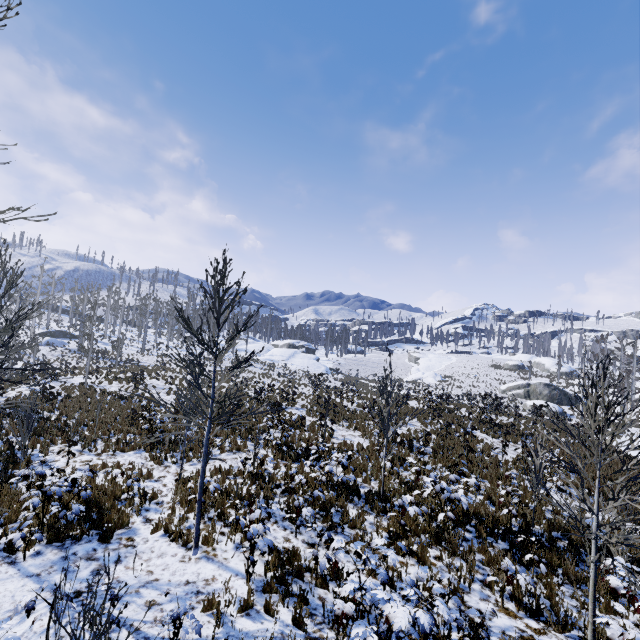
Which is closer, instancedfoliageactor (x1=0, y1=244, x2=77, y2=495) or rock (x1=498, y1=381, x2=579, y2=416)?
instancedfoliageactor (x1=0, y1=244, x2=77, y2=495)

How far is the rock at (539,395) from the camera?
41.25m

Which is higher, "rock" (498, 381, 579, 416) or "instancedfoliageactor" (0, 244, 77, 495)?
"instancedfoliageactor" (0, 244, 77, 495)

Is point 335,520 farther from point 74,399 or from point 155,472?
point 74,399

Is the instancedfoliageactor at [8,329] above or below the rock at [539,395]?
above

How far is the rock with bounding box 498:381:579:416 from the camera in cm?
4125
